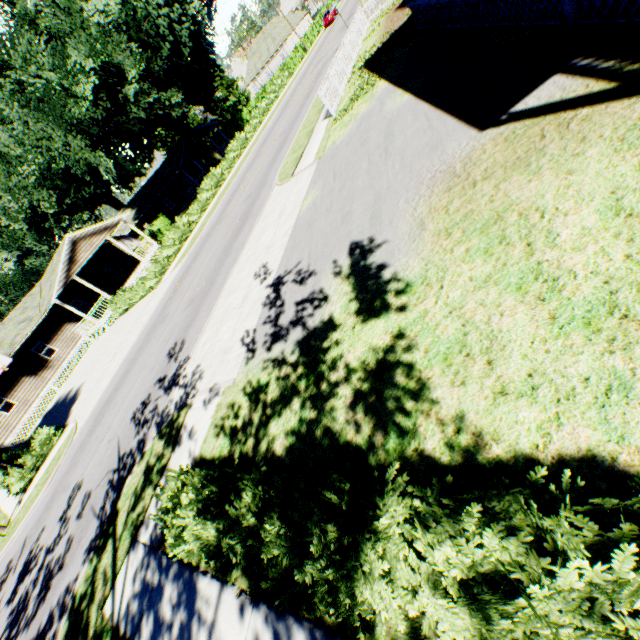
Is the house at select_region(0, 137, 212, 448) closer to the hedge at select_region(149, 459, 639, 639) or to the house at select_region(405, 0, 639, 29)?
the hedge at select_region(149, 459, 639, 639)

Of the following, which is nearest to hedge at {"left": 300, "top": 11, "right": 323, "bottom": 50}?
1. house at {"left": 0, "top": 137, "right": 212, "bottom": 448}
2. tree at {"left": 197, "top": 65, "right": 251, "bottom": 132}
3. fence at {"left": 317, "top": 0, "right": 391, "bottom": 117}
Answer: tree at {"left": 197, "top": 65, "right": 251, "bottom": 132}

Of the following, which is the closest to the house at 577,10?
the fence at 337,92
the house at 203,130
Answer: the fence at 337,92

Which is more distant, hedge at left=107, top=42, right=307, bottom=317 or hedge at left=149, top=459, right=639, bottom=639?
hedge at left=107, top=42, right=307, bottom=317

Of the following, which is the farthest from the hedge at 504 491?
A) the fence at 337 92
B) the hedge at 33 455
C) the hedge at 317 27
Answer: the hedge at 317 27

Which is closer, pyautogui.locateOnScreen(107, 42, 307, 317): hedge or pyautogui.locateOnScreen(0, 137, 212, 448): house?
pyautogui.locateOnScreen(107, 42, 307, 317): hedge

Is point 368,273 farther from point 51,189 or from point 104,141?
point 51,189

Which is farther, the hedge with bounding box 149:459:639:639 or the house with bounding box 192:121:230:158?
the house with bounding box 192:121:230:158
